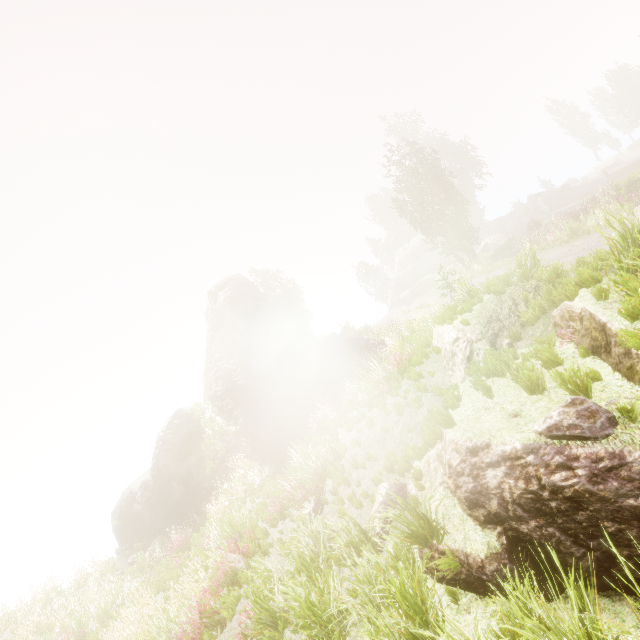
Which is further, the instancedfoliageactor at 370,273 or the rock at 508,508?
the instancedfoliageactor at 370,273

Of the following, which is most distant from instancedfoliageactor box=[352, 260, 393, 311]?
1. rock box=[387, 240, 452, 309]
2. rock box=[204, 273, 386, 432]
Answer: rock box=[387, 240, 452, 309]

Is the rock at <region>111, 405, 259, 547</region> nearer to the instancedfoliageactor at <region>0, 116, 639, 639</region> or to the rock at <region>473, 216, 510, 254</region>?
the instancedfoliageactor at <region>0, 116, 639, 639</region>

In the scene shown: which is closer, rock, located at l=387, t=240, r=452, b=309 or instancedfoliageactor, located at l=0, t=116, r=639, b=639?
instancedfoliageactor, located at l=0, t=116, r=639, b=639

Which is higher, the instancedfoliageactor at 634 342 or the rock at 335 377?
the instancedfoliageactor at 634 342

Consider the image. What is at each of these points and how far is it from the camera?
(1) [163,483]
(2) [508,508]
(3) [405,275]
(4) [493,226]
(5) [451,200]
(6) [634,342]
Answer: (1) rock, 20.1m
(2) rock, 3.8m
(3) rock, 53.8m
(4) rock, 48.3m
(5) instancedfoliageactor, 29.6m
(6) instancedfoliageactor, 3.4m

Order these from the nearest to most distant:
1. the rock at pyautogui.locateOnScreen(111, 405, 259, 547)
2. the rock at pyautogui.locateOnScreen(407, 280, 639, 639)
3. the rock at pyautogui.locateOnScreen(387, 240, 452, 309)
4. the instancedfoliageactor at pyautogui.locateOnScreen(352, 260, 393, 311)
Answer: the rock at pyautogui.locateOnScreen(407, 280, 639, 639) < the rock at pyautogui.locateOnScreen(111, 405, 259, 547) < the rock at pyautogui.locateOnScreen(387, 240, 452, 309) < the instancedfoliageactor at pyautogui.locateOnScreen(352, 260, 393, 311)

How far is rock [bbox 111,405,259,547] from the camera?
19.0 meters
